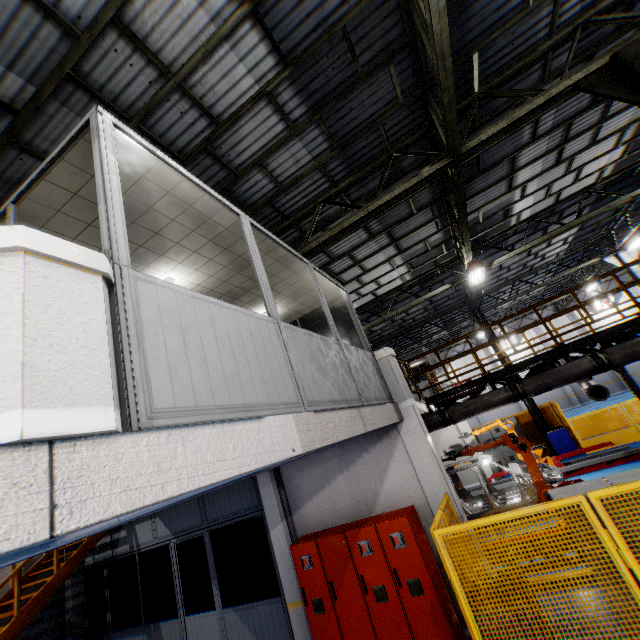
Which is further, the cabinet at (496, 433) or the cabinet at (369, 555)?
the cabinet at (496, 433)

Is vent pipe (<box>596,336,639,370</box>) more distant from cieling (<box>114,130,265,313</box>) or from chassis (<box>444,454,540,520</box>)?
cieling (<box>114,130,265,313</box>)

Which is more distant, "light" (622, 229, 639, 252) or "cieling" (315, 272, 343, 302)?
"light" (622, 229, 639, 252)

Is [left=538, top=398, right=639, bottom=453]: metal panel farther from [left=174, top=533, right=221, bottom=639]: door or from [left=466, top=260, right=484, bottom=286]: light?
[left=466, top=260, right=484, bottom=286]: light

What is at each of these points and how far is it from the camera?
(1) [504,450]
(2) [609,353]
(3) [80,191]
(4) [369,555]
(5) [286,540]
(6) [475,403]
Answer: (1) cabinet, 16.17m
(2) vent pipe, 7.93m
(3) cieling, 3.52m
(4) cabinet, 6.21m
(5) cement column, 7.38m
(6) vent pipe, 9.02m

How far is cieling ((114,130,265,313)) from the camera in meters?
3.6 m

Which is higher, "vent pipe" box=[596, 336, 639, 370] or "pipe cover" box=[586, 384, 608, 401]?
"vent pipe" box=[596, 336, 639, 370]

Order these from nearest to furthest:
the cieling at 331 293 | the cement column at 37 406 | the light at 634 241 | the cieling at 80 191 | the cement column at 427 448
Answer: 1. the cement column at 37 406
2. the cieling at 80 191
3. the cement column at 427 448
4. the cieling at 331 293
5. the light at 634 241
